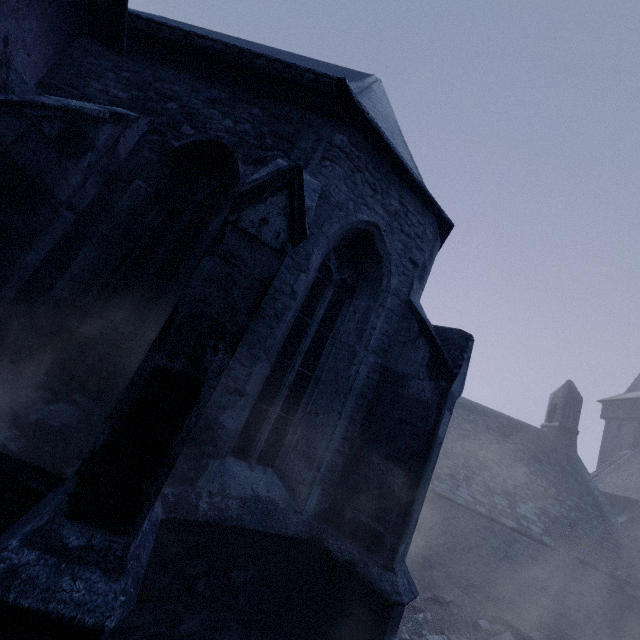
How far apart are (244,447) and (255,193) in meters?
3.1

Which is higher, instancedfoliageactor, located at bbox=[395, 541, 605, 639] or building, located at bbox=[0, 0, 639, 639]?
building, located at bbox=[0, 0, 639, 639]

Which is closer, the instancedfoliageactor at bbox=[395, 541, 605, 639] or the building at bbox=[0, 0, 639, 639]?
the building at bbox=[0, 0, 639, 639]

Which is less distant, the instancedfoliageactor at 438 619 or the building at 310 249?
the building at 310 249

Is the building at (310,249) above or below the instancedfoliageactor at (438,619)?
above
